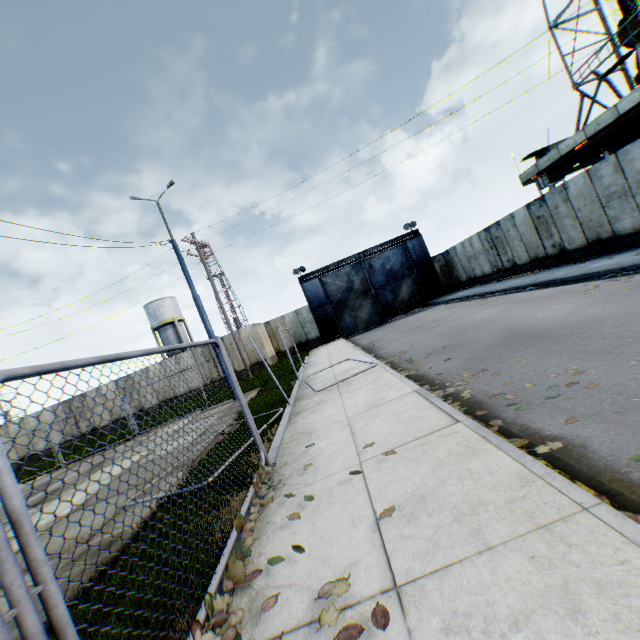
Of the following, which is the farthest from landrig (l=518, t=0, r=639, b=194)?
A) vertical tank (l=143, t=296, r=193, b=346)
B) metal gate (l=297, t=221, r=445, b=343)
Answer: vertical tank (l=143, t=296, r=193, b=346)

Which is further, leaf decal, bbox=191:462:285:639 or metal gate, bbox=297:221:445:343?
metal gate, bbox=297:221:445:343

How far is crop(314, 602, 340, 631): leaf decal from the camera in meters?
2.0 m

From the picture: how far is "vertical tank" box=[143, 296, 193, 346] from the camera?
41.12m

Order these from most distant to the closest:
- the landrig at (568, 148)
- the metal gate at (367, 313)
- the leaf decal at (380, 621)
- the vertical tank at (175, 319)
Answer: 1. the vertical tank at (175, 319)
2. the metal gate at (367, 313)
3. the landrig at (568, 148)
4. the leaf decal at (380, 621)

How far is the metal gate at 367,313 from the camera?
27.06m

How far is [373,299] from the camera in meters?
27.2 m

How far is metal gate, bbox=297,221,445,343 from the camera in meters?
27.1
